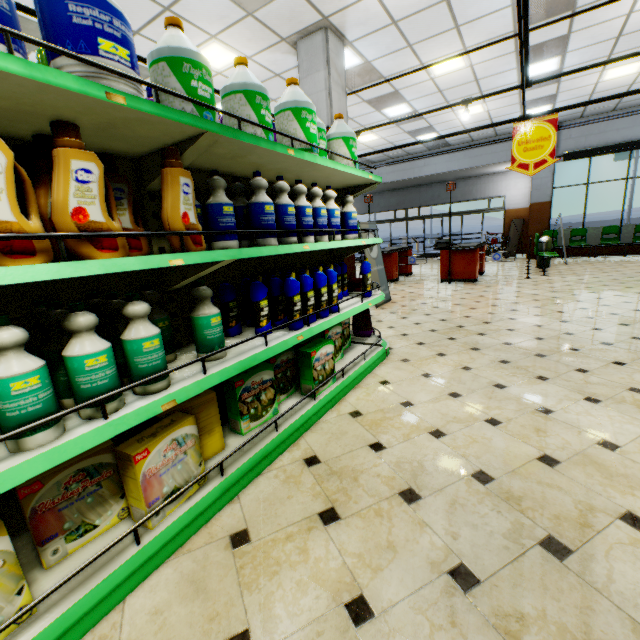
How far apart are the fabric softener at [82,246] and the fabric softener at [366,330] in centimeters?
265cm

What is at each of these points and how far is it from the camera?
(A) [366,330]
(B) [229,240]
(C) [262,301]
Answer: (A) fabric softener, 3.9m
(B) bleach, 1.9m
(C) toilet cleaner, 2.2m

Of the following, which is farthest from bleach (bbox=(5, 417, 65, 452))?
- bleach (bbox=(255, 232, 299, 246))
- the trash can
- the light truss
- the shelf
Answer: the trash can

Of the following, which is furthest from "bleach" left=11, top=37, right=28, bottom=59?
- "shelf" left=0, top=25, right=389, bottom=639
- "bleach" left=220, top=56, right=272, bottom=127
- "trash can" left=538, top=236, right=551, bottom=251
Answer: "trash can" left=538, top=236, right=551, bottom=251

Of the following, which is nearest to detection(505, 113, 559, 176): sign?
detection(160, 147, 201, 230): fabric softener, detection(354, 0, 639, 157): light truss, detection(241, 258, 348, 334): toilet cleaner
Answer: detection(354, 0, 639, 157): light truss

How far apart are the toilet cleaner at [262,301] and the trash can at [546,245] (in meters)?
10.73

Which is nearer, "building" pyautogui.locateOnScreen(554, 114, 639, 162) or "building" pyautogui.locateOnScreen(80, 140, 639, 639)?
"building" pyautogui.locateOnScreen(80, 140, 639, 639)

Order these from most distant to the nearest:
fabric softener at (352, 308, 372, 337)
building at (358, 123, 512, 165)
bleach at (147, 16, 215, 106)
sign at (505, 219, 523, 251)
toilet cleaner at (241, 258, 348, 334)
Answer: sign at (505, 219, 523, 251) → building at (358, 123, 512, 165) → fabric softener at (352, 308, 372, 337) → toilet cleaner at (241, 258, 348, 334) → bleach at (147, 16, 215, 106)
